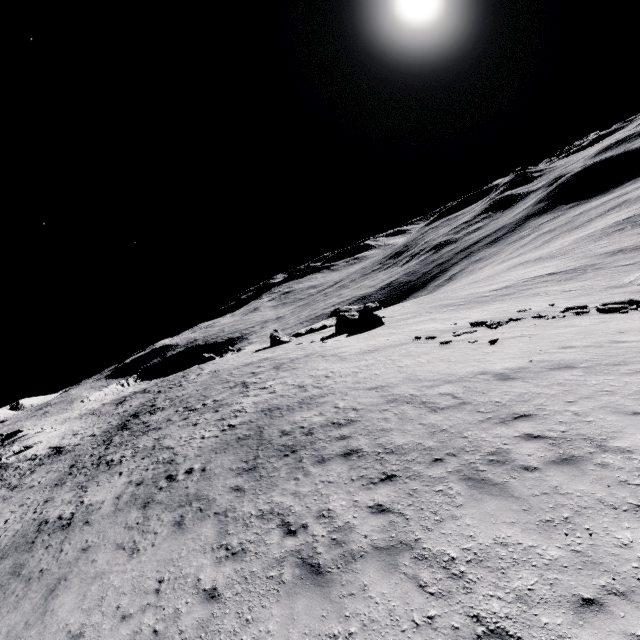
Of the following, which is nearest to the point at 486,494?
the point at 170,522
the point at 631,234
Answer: the point at 170,522
